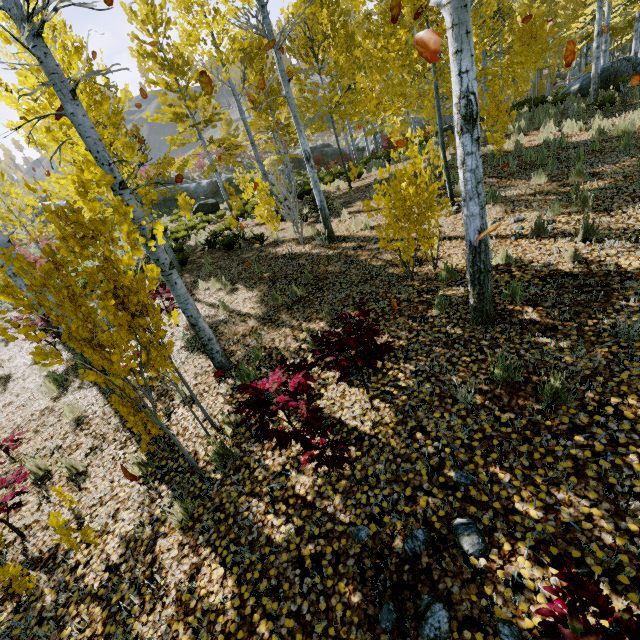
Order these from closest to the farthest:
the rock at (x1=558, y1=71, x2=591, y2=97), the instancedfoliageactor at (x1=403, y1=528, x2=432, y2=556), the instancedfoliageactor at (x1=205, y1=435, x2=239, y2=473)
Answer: the instancedfoliageactor at (x1=403, y1=528, x2=432, y2=556) < the instancedfoliageactor at (x1=205, y1=435, x2=239, y2=473) < the rock at (x1=558, y1=71, x2=591, y2=97)

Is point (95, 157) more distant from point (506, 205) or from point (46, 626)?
point (506, 205)

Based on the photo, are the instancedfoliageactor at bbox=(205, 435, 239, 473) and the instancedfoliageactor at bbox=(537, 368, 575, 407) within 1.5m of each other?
no

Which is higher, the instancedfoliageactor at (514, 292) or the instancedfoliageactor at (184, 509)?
the instancedfoliageactor at (514, 292)

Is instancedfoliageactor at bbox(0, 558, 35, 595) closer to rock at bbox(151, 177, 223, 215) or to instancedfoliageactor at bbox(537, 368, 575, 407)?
instancedfoliageactor at bbox(537, 368, 575, 407)

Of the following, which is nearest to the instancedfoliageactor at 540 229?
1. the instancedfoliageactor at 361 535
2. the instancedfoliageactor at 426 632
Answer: the instancedfoliageactor at 426 632

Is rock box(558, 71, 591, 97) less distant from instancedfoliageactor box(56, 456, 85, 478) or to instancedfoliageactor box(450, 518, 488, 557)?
instancedfoliageactor box(56, 456, 85, 478)

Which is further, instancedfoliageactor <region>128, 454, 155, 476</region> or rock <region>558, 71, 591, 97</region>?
rock <region>558, 71, 591, 97</region>
